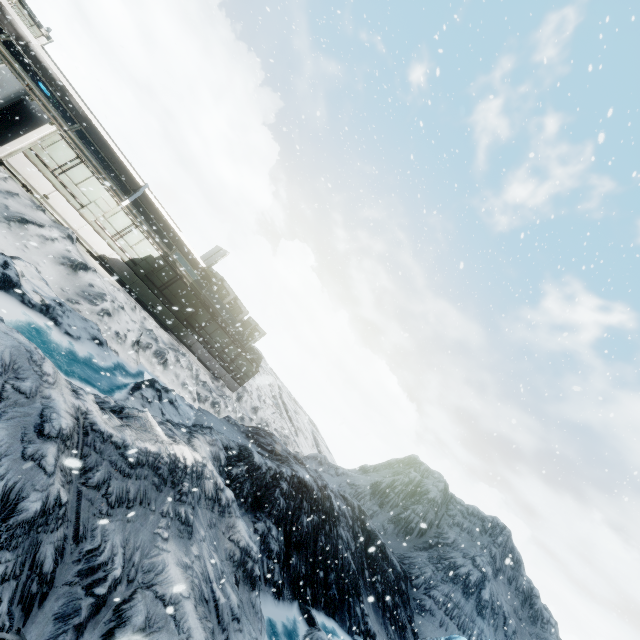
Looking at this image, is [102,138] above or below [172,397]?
above
